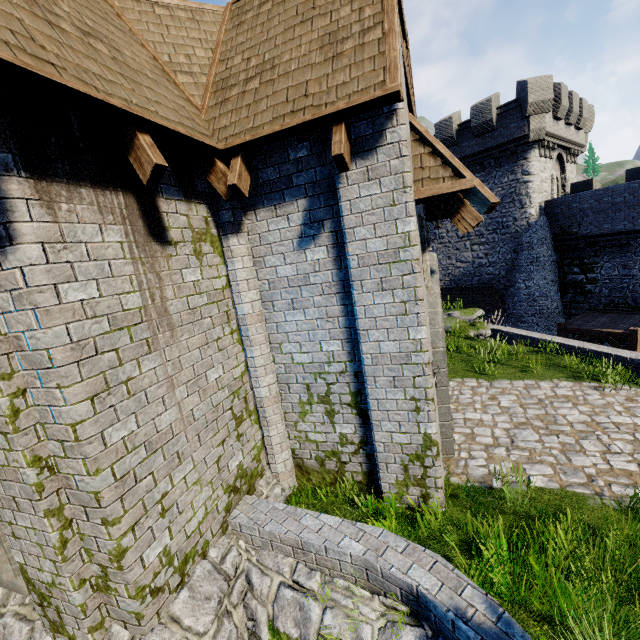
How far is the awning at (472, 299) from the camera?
22.47m

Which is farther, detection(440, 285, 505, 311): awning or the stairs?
detection(440, 285, 505, 311): awning

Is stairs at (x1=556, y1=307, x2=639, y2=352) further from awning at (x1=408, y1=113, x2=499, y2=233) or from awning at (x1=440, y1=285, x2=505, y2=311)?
awning at (x1=408, y1=113, x2=499, y2=233)

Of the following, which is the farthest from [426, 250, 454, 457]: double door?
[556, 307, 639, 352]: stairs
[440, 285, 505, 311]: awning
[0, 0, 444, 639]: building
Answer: [440, 285, 505, 311]: awning

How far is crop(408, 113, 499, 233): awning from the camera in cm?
410

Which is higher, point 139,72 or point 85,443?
point 139,72

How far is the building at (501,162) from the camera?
19.0m

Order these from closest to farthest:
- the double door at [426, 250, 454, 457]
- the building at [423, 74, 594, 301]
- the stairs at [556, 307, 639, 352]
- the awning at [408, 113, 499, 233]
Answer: the awning at [408, 113, 499, 233] → the double door at [426, 250, 454, 457] → the stairs at [556, 307, 639, 352] → the building at [423, 74, 594, 301]
